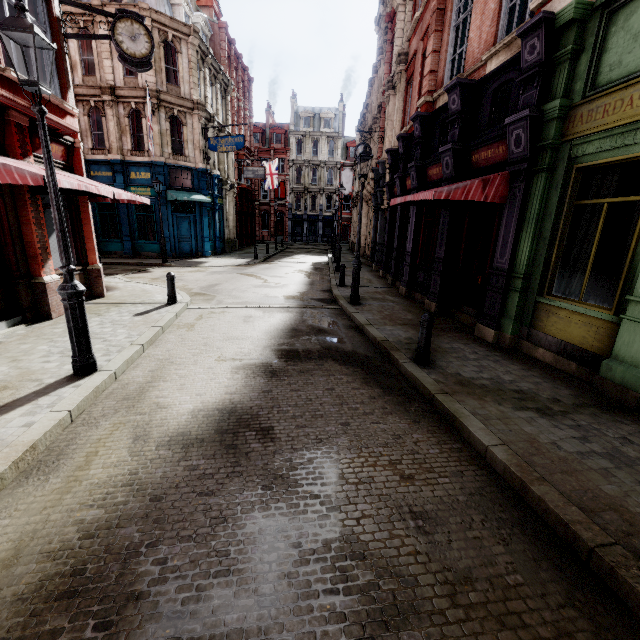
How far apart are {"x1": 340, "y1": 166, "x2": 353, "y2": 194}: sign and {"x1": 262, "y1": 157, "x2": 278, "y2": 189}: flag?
7.5 meters

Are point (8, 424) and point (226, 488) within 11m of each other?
yes

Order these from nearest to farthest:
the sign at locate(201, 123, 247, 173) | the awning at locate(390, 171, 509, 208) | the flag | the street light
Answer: the street light
the awning at locate(390, 171, 509, 208)
the sign at locate(201, 123, 247, 173)
the flag

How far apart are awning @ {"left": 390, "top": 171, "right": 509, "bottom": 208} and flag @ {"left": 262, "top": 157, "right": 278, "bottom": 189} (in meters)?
29.82

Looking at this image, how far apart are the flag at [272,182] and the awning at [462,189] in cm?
2982

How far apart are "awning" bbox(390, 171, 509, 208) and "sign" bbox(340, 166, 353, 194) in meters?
25.4 m

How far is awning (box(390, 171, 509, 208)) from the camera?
6.8m

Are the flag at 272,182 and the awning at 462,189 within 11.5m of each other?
no
